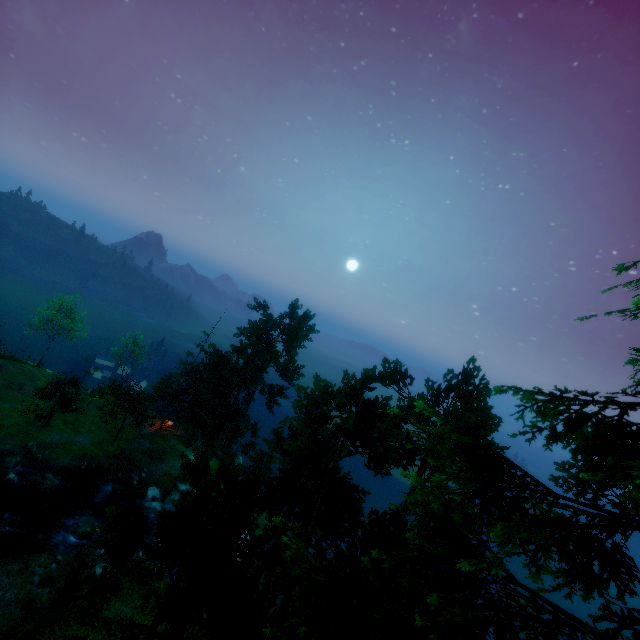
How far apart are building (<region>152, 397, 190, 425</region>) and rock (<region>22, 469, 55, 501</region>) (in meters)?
13.60

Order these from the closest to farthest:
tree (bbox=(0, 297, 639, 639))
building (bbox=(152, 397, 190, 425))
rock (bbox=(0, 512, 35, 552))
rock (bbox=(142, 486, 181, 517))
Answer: tree (bbox=(0, 297, 639, 639)) → rock (bbox=(0, 512, 35, 552)) → rock (bbox=(142, 486, 181, 517)) → building (bbox=(152, 397, 190, 425))

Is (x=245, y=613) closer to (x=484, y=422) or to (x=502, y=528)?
(x=502, y=528)

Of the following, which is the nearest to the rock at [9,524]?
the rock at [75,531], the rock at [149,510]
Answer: the rock at [75,531]

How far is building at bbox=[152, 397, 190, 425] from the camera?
47.1m

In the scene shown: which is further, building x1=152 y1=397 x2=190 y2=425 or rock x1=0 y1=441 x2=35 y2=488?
building x1=152 y1=397 x2=190 y2=425

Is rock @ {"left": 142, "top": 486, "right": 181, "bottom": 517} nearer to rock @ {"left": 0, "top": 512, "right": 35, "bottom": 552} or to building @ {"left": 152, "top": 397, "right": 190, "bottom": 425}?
rock @ {"left": 0, "top": 512, "right": 35, "bottom": 552}

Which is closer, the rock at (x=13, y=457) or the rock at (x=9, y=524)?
the rock at (x=9, y=524)
